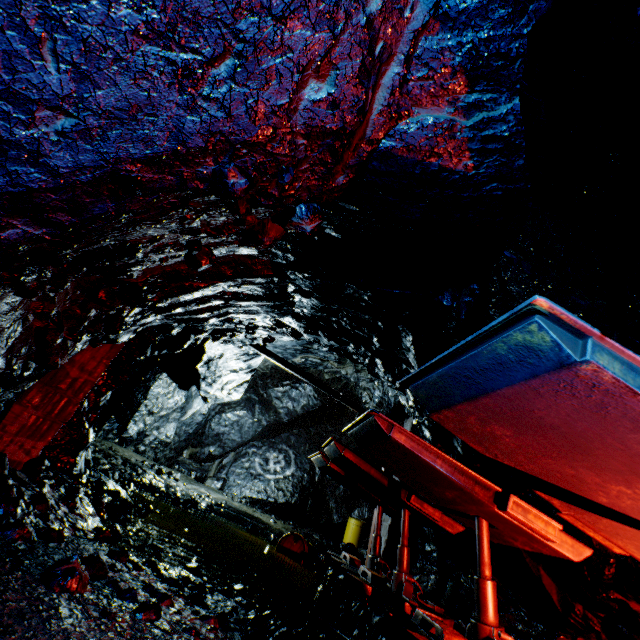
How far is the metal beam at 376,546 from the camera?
8.02m

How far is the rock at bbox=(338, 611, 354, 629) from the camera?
4.3 meters

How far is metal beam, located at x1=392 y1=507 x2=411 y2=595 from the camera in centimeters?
639cm

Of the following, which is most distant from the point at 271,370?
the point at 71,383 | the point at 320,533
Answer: the point at 71,383

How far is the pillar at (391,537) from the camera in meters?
10.2

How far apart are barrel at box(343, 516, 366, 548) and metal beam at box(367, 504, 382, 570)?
5.5m

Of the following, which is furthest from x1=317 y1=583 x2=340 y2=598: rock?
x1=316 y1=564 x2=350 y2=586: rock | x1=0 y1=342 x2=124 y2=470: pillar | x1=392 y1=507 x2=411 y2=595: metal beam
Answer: x1=316 y1=564 x2=350 y2=586: rock

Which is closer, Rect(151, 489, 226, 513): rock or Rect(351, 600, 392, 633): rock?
Rect(351, 600, 392, 633): rock
